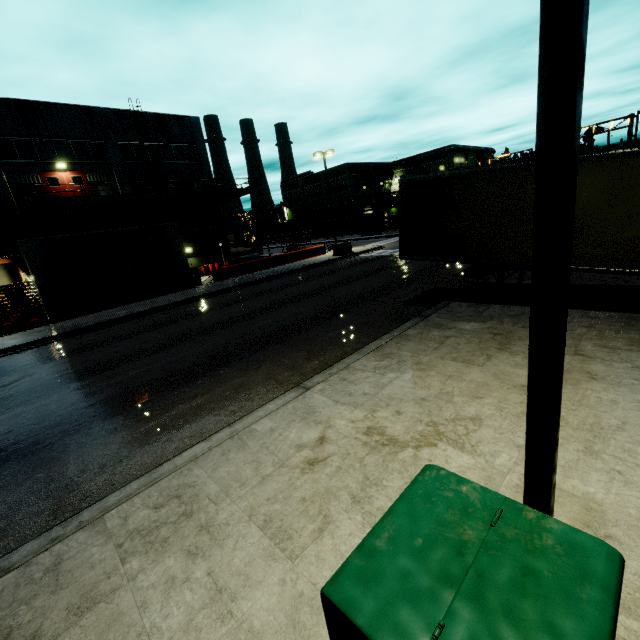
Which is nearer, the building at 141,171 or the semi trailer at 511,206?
the semi trailer at 511,206

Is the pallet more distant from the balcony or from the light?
the light

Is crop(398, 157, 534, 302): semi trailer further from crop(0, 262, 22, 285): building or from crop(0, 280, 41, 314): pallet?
crop(0, 280, 41, 314): pallet

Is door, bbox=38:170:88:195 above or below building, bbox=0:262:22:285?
above

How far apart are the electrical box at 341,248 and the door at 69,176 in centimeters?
2081cm

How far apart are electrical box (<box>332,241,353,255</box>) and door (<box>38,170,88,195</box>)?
20.8 meters

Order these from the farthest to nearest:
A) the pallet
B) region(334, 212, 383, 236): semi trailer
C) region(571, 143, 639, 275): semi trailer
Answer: region(334, 212, 383, 236): semi trailer → the pallet → region(571, 143, 639, 275): semi trailer

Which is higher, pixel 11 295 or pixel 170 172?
pixel 170 172
